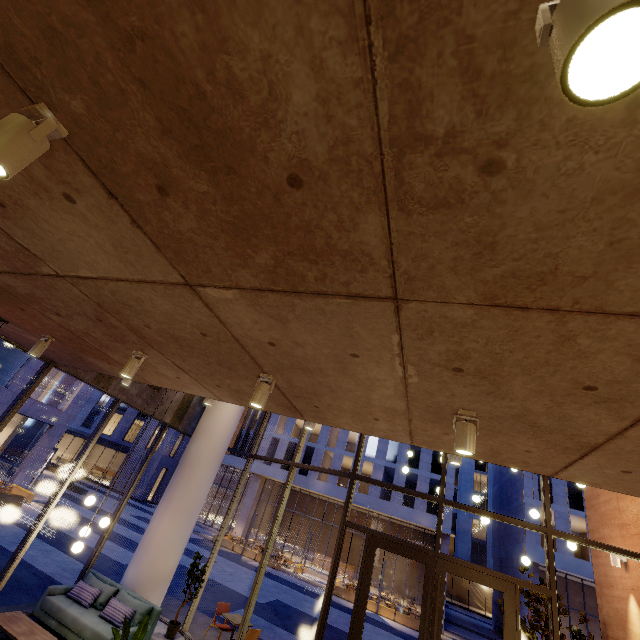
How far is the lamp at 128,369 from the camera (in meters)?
4.07

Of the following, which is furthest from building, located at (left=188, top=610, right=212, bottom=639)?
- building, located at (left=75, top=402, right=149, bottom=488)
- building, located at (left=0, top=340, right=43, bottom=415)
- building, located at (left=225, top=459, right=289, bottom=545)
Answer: building, located at (left=75, top=402, right=149, bottom=488)

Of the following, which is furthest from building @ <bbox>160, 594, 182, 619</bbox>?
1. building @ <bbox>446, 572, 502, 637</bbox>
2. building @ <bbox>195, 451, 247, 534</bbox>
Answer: building @ <bbox>446, 572, 502, 637</bbox>

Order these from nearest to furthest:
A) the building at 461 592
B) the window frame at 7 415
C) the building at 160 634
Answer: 1. the window frame at 7 415
2. the building at 160 634
3. the building at 461 592

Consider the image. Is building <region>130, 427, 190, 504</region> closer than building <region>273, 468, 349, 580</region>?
No

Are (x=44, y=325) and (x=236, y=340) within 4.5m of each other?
yes

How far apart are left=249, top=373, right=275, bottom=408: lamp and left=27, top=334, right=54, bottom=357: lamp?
3.78m

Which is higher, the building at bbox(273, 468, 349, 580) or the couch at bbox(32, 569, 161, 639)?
the building at bbox(273, 468, 349, 580)
